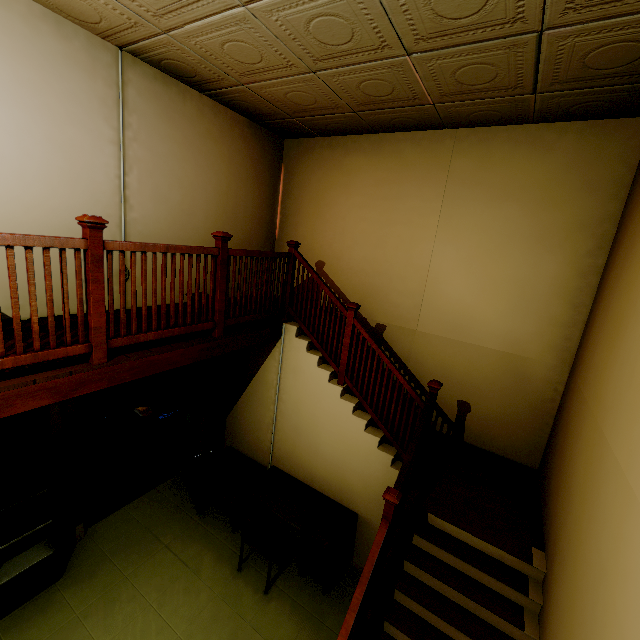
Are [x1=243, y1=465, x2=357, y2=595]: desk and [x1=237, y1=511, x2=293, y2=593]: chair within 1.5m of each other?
yes

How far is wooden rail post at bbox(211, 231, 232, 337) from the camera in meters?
3.2 m

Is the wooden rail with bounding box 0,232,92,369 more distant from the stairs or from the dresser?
the dresser

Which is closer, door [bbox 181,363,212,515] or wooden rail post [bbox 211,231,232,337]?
wooden rail post [bbox 211,231,232,337]

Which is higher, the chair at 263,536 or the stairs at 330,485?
the stairs at 330,485

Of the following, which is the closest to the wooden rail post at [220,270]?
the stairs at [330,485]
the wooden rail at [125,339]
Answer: the wooden rail at [125,339]

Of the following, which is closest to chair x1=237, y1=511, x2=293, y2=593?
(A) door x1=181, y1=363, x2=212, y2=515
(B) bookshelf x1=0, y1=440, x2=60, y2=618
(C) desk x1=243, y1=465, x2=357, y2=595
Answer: (C) desk x1=243, y1=465, x2=357, y2=595

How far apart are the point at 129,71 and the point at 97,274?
2.7 meters
